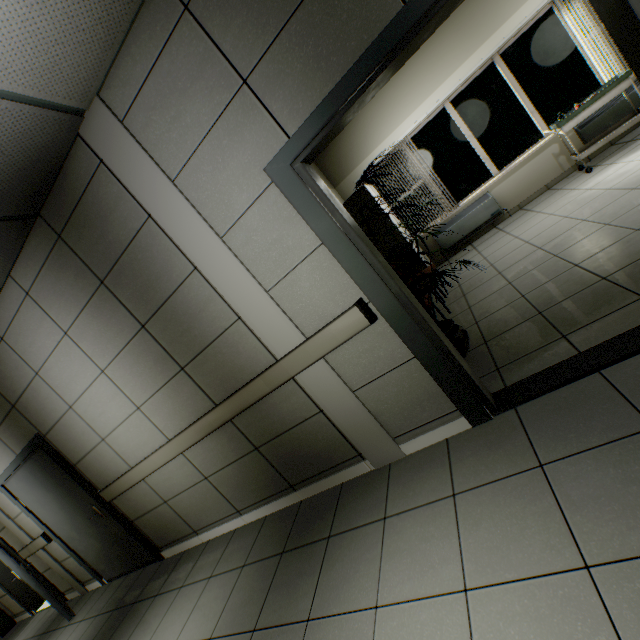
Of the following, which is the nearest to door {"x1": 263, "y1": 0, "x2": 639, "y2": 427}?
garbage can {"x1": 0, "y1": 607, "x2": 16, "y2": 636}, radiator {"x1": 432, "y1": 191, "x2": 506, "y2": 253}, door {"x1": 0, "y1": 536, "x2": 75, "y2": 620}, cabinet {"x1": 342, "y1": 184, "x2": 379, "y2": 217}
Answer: cabinet {"x1": 342, "y1": 184, "x2": 379, "y2": 217}

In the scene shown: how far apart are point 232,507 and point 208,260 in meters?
2.6

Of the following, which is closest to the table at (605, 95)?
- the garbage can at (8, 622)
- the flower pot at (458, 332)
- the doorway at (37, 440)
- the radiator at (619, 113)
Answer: the radiator at (619, 113)

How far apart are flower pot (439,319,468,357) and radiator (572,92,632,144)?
4.71m

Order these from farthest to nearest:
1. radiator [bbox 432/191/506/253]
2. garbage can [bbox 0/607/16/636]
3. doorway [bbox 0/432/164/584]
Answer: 1. garbage can [bbox 0/607/16/636]
2. radiator [bbox 432/191/506/253]
3. doorway [bbox 0/432/164/584]

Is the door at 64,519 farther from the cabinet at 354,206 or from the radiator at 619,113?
the radiator at 619,113

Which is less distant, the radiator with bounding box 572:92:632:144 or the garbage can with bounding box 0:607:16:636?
the radiator with bounding box 572:92:632:144

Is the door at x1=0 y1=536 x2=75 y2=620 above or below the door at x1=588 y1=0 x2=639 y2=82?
below
